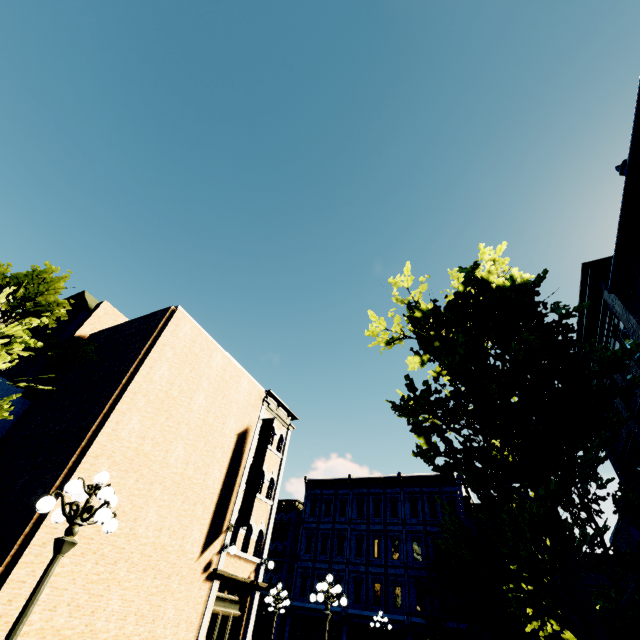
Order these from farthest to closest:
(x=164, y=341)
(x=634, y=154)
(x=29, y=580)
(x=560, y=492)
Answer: (x=164, y=341), (x=634, y=154), (x=29, y=580), (x=560, y=492)

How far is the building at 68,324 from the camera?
16.7m

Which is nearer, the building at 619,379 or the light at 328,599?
the light at 328,599

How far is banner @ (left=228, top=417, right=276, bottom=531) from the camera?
14.2m

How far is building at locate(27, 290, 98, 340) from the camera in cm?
1669

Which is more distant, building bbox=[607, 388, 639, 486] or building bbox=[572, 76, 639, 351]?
building bbox=[607, 388, 639, 486]

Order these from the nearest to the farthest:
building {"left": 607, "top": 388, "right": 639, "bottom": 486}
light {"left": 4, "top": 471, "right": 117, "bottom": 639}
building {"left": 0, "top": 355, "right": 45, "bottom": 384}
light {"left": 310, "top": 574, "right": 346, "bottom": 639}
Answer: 1. light {"left": 4, "top": 471, "right": 117, "bottom": 639}
2. light {"left": 310, "top": 574, "right": 346, "bottom": 639}
3. building {"left": 607, "top": 388, "right": 639, "bottom": 486}
4. building {"left": 0, "top": 355, "right": 45, "bottom": 384}

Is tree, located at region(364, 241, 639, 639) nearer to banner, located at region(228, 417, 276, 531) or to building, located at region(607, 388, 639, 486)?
building, located at region(607, 388, 639, 486)
